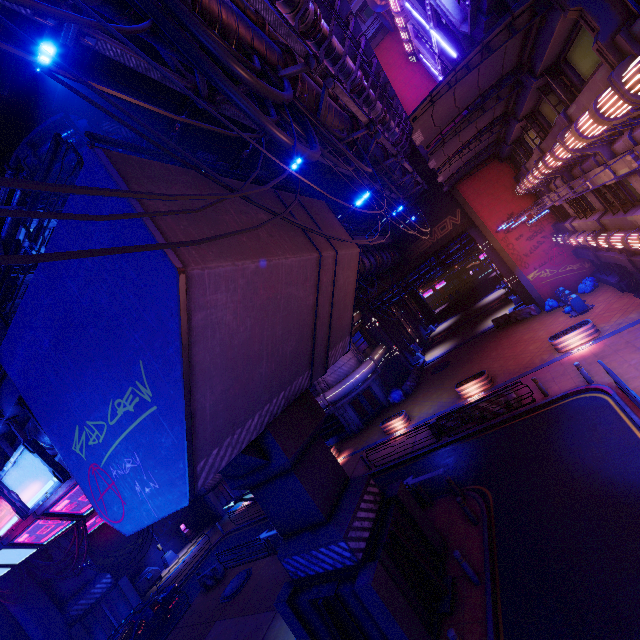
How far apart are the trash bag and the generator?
41.6m

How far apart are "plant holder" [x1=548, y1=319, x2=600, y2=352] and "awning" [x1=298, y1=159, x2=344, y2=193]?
17.80m

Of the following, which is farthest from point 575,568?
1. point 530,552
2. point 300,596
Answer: point 300,596

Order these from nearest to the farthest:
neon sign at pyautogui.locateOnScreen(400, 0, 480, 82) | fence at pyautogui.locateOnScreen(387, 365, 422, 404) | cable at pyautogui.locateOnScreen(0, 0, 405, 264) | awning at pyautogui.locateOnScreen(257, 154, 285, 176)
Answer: cable at pyautogui.locateOnScreen(0, 0, 405, 264)
neon sign at pyautogui.locateOnScreen(400, 0, 480, 82)
awning at pyautogui.locateOnScreen(257, 154, 285, 176)
fence at pyautogui.locateOnScreen(387, 365, 422, 404)

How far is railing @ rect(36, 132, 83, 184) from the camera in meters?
6.1

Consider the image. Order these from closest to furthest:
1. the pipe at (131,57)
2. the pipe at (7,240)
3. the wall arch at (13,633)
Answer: the pipe at (131,57)
the pipe at (7,240)
the wall arch at (13,633)

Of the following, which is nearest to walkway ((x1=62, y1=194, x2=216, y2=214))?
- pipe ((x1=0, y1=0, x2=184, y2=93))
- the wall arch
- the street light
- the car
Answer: the wall arch

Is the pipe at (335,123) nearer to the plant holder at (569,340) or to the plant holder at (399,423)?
the plant holder at (569,340)
